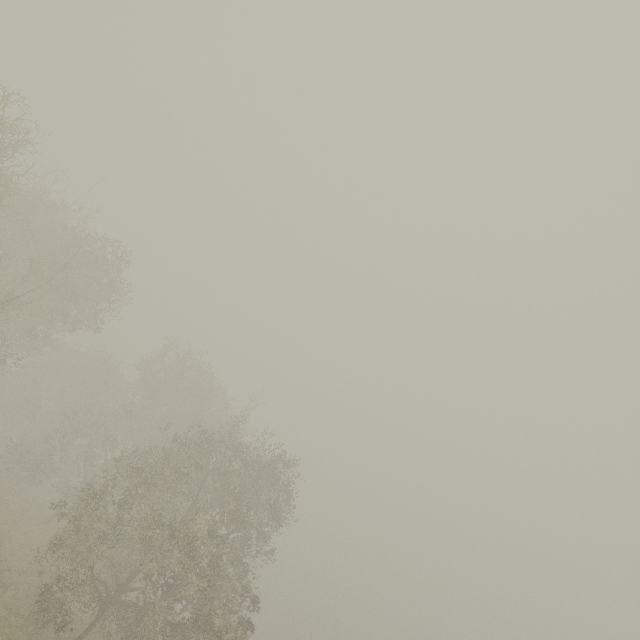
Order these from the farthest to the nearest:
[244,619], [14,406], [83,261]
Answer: [14,406] < [83,261] < [244,619]
